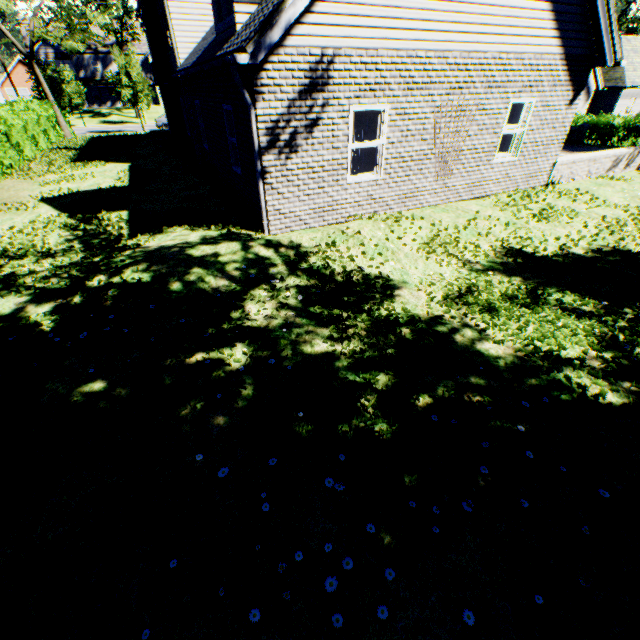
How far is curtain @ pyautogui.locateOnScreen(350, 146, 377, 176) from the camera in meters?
8.0

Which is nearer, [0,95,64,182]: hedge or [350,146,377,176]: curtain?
[350,146,377,176]: curtain

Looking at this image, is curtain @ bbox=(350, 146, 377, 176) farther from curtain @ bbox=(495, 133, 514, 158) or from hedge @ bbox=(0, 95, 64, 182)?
hedge @ bbox=(0, 95, 64, 182)

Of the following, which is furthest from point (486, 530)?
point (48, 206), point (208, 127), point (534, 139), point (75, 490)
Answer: point (48, 206)

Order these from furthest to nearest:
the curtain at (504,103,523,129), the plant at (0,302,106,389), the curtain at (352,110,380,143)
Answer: the curtain at (504,103,523,129) → the curtain at (352,110,380,143) → the plant at (0,302,106,389)

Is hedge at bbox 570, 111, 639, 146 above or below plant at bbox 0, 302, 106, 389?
below

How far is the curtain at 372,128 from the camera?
7.5 meters

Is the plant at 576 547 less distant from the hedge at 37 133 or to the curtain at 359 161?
the curtain at 359 161
